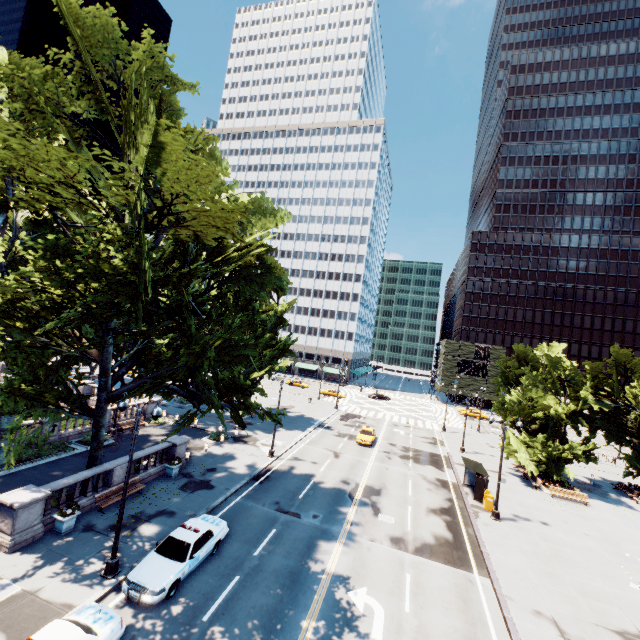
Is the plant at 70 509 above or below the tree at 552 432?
below

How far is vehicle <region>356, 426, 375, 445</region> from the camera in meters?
36.2

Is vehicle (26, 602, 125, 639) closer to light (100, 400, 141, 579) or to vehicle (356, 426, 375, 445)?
light (100, 400, 141, 579)

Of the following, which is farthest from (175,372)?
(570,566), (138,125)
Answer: (570,566)

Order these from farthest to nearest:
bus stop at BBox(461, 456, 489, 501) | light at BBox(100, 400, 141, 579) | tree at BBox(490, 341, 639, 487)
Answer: tree at BBox(490, 341, 639, 487)
bus stop at BBox(461, 456, 489, 501)
light at BBox(100, 400, 141, 579)

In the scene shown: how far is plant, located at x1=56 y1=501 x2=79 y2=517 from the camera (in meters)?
15.55

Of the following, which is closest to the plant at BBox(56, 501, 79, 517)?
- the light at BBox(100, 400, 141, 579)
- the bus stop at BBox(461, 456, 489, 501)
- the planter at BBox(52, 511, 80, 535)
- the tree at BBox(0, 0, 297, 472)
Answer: the planter at BBox(52, 511, 80, 535)

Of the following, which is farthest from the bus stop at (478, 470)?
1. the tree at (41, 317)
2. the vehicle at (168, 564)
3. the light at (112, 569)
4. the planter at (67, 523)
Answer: the planter at (67, 523)
